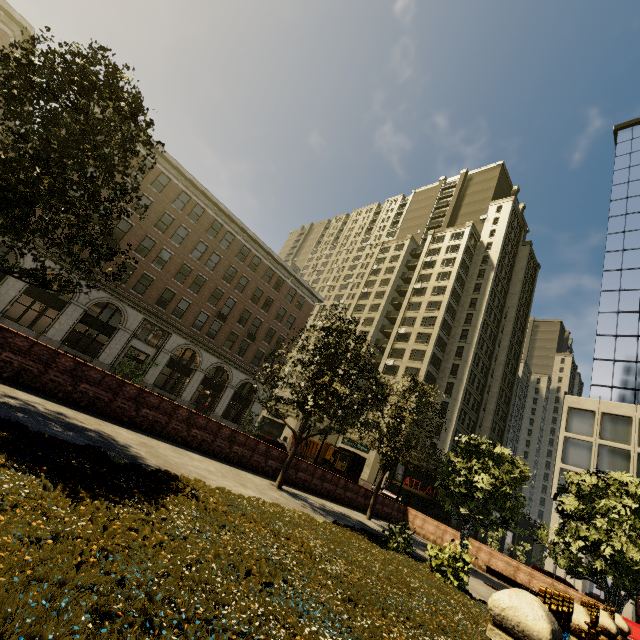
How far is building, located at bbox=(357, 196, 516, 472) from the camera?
46.44m

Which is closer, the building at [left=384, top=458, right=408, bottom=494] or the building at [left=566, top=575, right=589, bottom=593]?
the building at [left=566, top=575, right=589, bottom=593]

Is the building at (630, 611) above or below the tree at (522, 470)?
below

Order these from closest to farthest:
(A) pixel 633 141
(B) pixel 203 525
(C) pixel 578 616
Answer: (C) pixel 578 616, (B) pixel 203 525, (A) pixel 633 141

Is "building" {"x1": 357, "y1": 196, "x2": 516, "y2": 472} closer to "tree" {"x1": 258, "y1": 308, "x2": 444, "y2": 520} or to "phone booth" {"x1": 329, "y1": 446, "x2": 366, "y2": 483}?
"tree" {"x1": 258, "y1": 308, "x2": 444, "y2": 520}

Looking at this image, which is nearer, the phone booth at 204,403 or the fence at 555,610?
the fence at 555,610

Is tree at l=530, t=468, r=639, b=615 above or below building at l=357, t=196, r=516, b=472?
below
